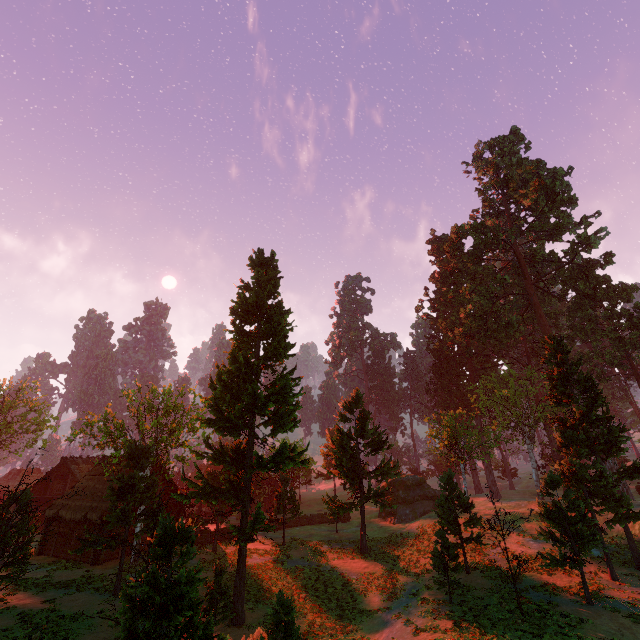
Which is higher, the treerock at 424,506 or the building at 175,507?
the treerock at 424,506

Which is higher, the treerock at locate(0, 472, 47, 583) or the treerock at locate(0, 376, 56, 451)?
the treerock at locate(0, 376, 56, 451)

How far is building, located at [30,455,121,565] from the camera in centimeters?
2642cm

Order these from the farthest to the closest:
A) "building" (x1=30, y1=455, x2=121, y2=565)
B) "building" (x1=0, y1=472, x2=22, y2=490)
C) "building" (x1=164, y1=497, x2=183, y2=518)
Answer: "building" (x1=0, y1=472, x2=22, y2=490)
"building" (x1=164, y1=497, x2=183, y2=518)
"building" (x1=30, y1=455, x2=121, y2=565)

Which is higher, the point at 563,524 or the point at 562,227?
the point at 562,227

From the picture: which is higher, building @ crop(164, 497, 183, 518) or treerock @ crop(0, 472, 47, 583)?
treerock @ crop(0, 472, 47, 583)
